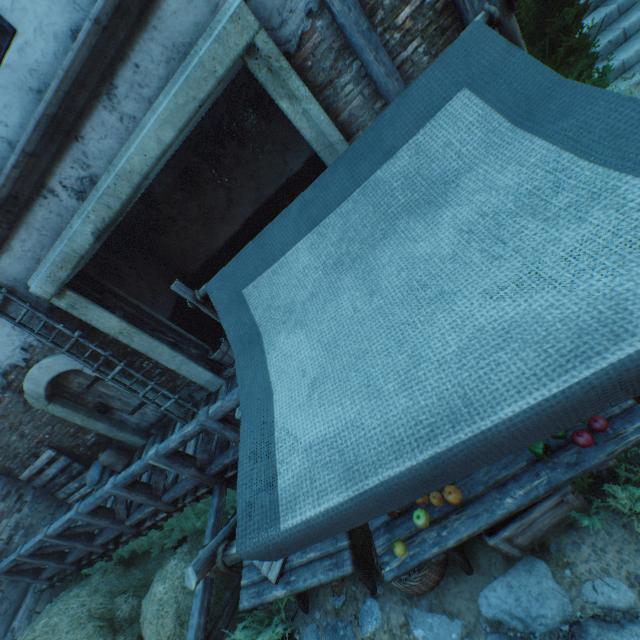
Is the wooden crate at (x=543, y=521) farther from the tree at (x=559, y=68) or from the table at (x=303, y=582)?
the tree at (x=559, y=68)

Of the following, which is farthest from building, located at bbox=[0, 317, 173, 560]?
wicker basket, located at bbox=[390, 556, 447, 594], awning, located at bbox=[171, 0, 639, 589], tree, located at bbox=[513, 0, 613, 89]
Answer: wicker basket, located at bbox=[390, 556, 447, 594]

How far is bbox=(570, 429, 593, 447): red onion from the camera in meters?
2.1

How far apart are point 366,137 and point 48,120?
3.65m

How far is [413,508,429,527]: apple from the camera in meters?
2.5

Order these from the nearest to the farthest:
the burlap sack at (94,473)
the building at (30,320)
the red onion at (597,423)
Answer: the red onion at (597,423) → the building at (30,320) → the burlap sack at (94,473)

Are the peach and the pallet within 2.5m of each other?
no

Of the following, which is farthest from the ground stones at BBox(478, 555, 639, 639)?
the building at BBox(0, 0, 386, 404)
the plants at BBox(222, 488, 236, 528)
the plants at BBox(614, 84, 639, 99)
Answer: the plants at BBox(614, 84, 639, 99)
